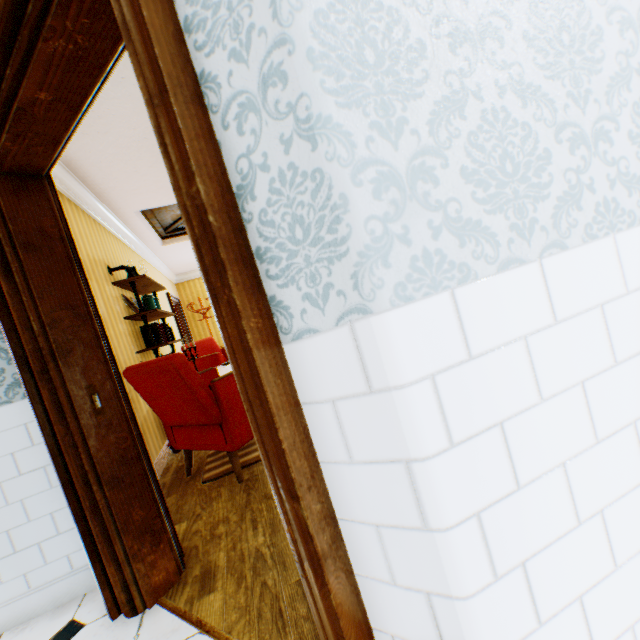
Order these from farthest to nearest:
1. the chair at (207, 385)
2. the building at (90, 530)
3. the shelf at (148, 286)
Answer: the shelf at (148, 286)
the chair at (207, 385)
the building at (90, 530)

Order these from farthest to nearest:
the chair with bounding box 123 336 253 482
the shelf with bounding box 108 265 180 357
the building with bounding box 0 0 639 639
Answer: the shelf with bounding box 108 265 180 357
the chair with bounding box 123 336 253 482
the building with bounding box 0 0 639 639

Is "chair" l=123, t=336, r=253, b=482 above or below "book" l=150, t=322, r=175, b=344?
below

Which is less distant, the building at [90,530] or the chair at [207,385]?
the building at [90,530]

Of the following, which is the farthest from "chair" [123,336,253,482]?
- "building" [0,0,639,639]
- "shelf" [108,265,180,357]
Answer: "shelf" [108,265,180,357]

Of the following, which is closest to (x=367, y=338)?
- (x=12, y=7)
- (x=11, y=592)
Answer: (x=12, y=7)

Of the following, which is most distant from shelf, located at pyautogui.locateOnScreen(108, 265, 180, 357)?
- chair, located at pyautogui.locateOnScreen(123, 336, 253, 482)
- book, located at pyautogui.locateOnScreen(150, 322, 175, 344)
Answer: chair, located at pyautogui.locateOnScreen(123, 336, 253, 482)
